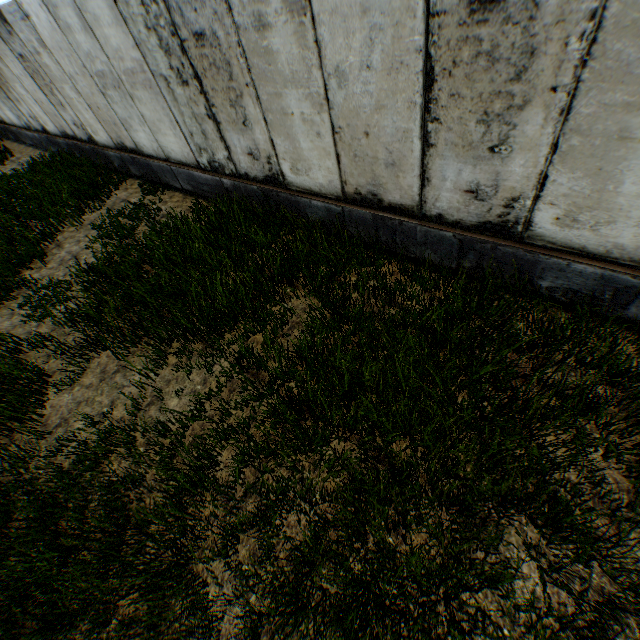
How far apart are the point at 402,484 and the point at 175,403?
3.1m
